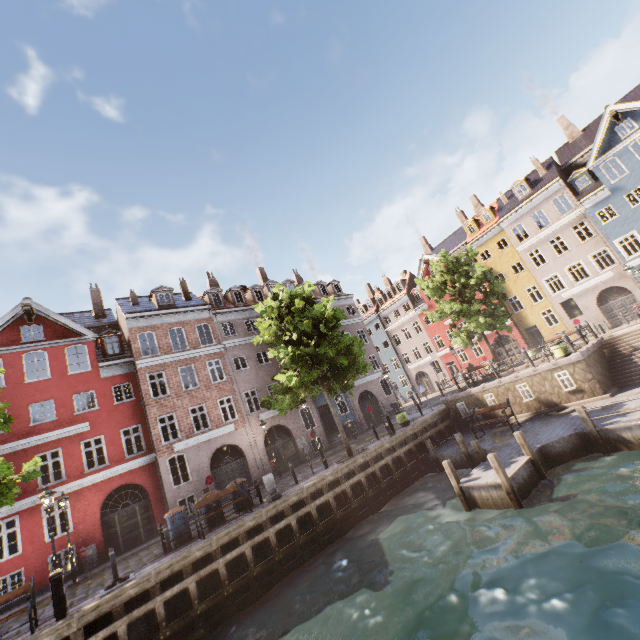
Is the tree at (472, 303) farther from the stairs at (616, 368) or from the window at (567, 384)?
the window at (567, 384)

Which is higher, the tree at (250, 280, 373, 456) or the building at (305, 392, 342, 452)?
the tree at (250, 280, 373, 456)

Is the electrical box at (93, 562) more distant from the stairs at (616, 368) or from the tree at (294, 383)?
the stairs at (616, 368)

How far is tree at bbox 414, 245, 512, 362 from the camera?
24.0 meters

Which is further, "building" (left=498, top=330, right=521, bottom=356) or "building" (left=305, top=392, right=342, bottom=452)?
"building" (left=498, top=330, right=521, bottom=356)

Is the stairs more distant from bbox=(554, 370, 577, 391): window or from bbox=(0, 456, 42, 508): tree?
bbox=(0, 456, 42, 508): tree

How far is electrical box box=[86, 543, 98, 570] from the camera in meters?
16.2 m

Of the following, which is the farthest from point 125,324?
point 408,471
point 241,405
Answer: point 408,471
